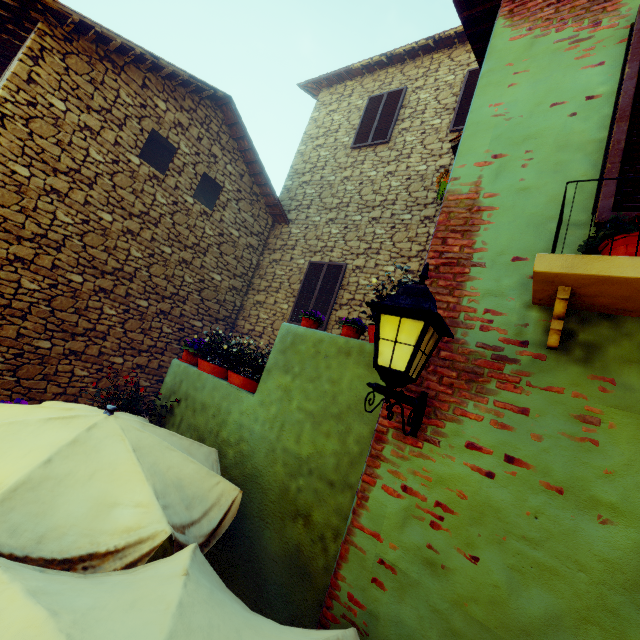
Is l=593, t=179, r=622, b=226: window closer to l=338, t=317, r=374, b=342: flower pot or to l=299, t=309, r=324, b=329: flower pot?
l=338, t=317, r=374, b=342: flower pot

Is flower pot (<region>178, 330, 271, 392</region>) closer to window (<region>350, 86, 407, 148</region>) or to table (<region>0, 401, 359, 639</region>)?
table (<region>0, 401, 359, 639</region>)

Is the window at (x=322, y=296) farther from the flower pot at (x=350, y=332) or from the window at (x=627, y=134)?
the window at (x=627, y=134)

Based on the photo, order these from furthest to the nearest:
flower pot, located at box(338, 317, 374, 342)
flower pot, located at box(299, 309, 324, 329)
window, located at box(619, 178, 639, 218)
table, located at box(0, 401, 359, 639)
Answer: flower pot, located at box(299, 309, 324, 329) < flower pot, located at box(338, 317, 374, 342) < window, located at box(619, 178, 639, 218) < table, located at box(0, 401, 359, 639)

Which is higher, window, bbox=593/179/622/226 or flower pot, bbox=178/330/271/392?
window, bbox=593/179/622/226

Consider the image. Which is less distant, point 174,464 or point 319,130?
point 174,464

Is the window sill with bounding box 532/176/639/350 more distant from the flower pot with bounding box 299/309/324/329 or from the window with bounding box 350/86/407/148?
the window with bounding box 350/86/407/148

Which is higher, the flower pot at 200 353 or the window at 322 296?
the window at 322 296
